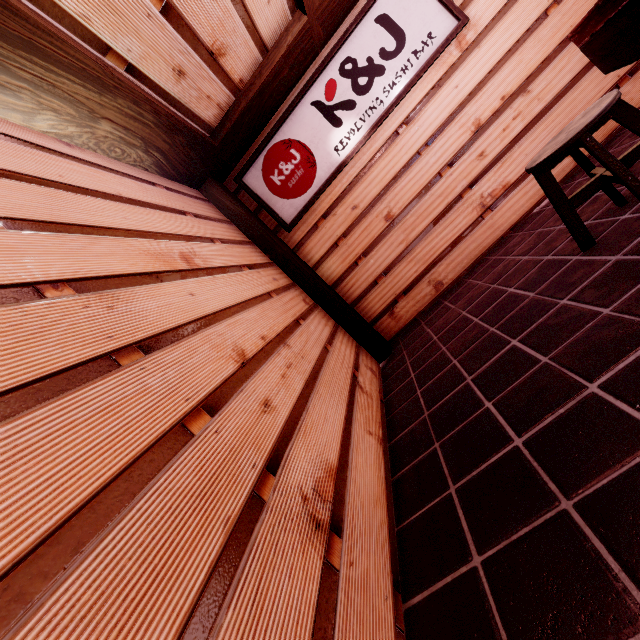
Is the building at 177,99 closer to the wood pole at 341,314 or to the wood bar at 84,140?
the wood bar at 84,140

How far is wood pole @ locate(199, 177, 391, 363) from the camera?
6.51m

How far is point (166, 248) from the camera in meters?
3.5

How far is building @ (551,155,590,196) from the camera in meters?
5.4 m

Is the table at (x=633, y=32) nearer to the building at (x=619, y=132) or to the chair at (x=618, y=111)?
the building at (x=619, y=132)

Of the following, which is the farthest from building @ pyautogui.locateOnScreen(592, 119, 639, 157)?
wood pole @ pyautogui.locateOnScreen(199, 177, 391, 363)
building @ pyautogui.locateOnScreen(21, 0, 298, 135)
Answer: building @ pyautogui.locateOnScreen(21, 0, 298, 135)

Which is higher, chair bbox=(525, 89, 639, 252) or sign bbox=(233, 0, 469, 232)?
sign bbox=(233, 0, 469, 232)

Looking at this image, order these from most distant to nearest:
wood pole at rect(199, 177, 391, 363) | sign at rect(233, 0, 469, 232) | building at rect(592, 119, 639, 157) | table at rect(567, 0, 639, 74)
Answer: wood pole at rect(199, 177, 391, 363), sign at rect(233, 0, 469, 232), building at rect(592, 119, 639, 157), table at rect(567, 0, 639, 74)
